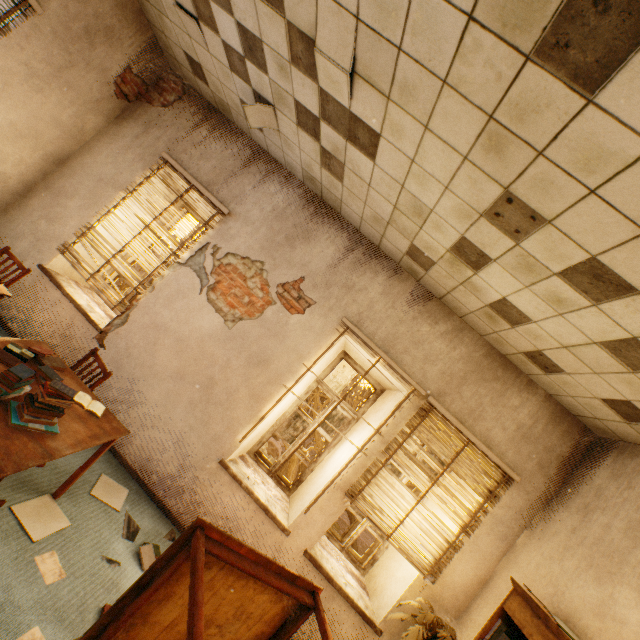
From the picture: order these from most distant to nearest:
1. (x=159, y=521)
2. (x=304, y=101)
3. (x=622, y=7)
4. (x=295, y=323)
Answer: (x=295, y=323)
(x=159, y=521)
(x=304, y=101)
(x=622, y=7)

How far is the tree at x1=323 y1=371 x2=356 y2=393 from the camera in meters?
8.2

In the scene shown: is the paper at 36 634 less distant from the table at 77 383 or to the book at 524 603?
the table at 77 383

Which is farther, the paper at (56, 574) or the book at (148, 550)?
the book at (148, 550)

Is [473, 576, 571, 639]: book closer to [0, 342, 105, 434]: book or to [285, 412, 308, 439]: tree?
[0, 342, 105, 434]: book

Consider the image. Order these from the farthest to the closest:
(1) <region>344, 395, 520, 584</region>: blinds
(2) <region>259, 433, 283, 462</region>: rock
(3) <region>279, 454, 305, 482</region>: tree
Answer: (2) <region>259, 433, 283, 462</region>: rock
(3) <region>279, 454, 305, 482</region>: tree
(1) <region>344, 395, 520, 584</region>: blinds

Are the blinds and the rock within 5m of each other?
no

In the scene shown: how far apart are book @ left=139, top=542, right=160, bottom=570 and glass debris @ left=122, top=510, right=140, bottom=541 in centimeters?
13cm
